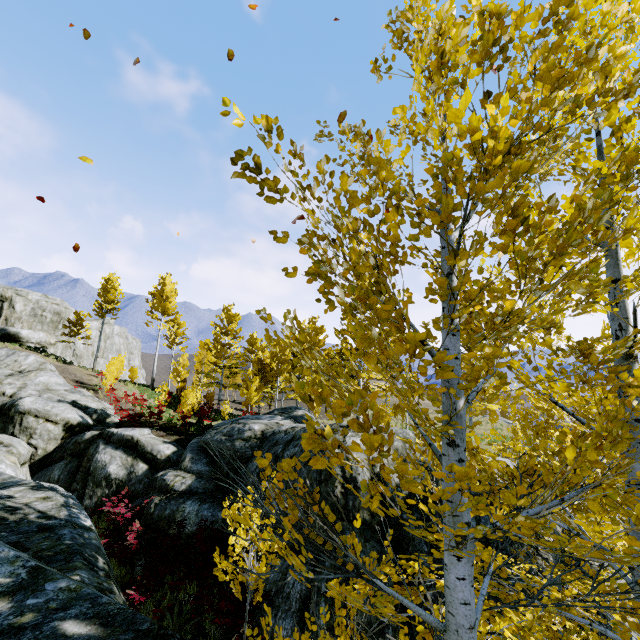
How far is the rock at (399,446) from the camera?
9.95m

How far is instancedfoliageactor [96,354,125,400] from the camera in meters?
23.3 m

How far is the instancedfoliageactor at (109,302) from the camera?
29.56m

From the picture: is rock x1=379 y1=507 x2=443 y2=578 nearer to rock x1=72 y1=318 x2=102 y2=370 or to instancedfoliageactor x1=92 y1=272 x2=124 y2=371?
instancedfoliageactor x1=92 y1=272 x2=124 y2=371

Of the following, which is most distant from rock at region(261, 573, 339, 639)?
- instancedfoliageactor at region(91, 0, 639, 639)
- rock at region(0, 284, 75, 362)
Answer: rock at region(0, 284, 75, 362)

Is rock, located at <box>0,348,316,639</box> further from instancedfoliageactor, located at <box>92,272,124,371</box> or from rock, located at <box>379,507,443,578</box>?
rock, located at <box>379,507,443,578</box>

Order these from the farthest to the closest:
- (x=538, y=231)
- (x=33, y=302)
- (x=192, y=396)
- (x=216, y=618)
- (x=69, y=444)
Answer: (x=33, y=302) → (x=192, y=396) → (x=69, y=444) → (x=216, y=618) → (x=538, y=231)

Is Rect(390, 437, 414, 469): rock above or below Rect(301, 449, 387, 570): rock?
above
